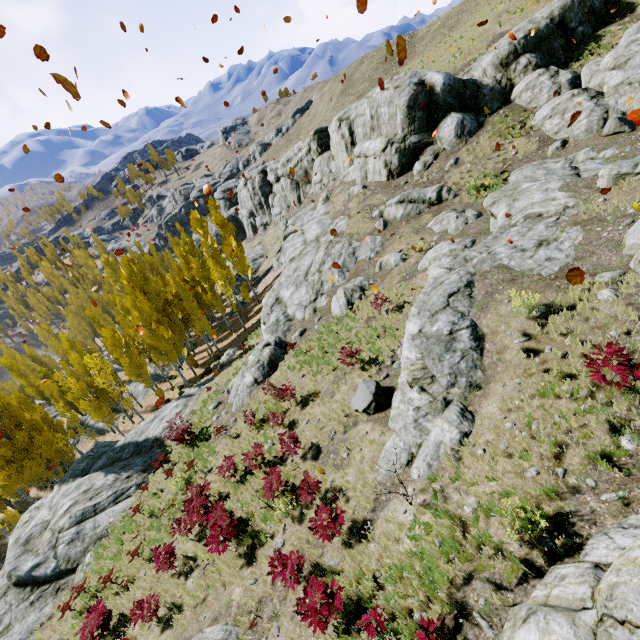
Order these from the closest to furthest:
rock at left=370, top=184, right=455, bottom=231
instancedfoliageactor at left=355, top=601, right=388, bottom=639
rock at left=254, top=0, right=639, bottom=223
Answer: instancedfoliageactor at left=355, top=601, right=388, bottom=639 → rock at left=254, top=0, right=639, bottom=223 → rock at left=370, top=184, right=455, bottom=231

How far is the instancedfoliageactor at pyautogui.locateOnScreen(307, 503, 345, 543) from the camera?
8.0m

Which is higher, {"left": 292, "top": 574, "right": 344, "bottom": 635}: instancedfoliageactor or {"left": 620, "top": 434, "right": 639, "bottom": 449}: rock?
{"left": 620, "top": 434, "right": 639, "bottom": 449}: rock

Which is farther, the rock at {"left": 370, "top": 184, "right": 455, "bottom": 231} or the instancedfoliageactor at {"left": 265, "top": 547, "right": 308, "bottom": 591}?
the rock at {"left": 370, "top": 184, "right": 455, "bottom": 231}

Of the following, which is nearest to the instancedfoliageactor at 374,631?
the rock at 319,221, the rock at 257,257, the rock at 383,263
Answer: the rock at 319,221

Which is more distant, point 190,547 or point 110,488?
point 110,488

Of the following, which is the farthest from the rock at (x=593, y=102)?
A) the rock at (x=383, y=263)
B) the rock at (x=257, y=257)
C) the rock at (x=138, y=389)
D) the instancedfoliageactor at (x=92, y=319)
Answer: the rock at (x=138, y=389)

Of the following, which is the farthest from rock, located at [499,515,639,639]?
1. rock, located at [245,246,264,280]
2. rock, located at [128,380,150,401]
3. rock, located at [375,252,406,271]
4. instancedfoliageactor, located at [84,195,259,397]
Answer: rock, located at [128,380,150,401]
